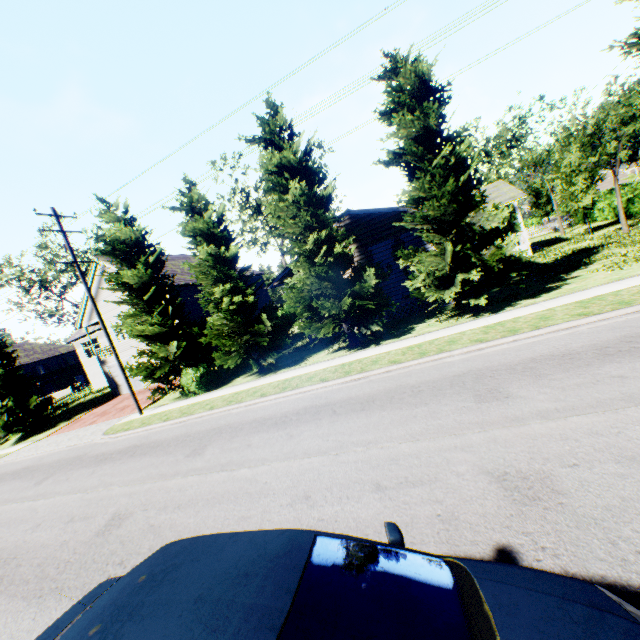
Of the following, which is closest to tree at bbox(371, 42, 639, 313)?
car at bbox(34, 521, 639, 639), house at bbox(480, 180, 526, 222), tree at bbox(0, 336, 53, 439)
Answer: house at bbox(480, 180, 526, 222)

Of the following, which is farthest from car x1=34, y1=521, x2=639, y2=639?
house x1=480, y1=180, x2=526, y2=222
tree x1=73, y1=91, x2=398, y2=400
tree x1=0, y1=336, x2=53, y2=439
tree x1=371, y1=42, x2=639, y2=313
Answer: tree x1=0, y1=336, x2=53, y2=439

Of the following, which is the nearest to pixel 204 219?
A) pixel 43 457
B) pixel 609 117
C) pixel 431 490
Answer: pixel 43 457

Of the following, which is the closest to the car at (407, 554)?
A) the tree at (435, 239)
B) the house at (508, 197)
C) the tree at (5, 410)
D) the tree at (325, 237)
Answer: the tree at (435, 239)

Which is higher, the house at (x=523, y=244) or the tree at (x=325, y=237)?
the tree at (x=325, y=237)

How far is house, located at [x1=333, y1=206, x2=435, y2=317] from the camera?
17.1 meters

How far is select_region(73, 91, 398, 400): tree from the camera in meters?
14.0 m
